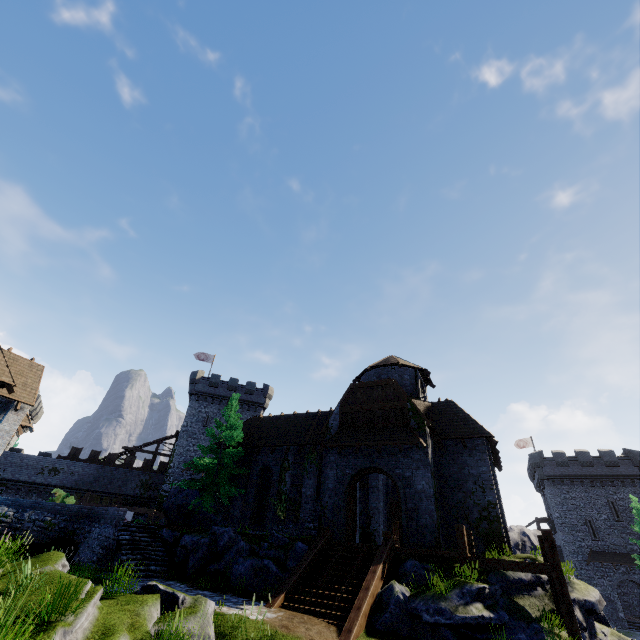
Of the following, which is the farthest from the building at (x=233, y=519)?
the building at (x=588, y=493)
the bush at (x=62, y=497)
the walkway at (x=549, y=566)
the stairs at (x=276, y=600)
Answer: the building at (x=588, y=493)

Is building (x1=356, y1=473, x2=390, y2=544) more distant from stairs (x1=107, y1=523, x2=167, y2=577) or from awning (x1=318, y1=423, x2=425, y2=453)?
stairs (x1=107, y1=523, x2=167, y2=577)

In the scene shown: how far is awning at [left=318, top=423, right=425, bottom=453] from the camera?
17.6 meters

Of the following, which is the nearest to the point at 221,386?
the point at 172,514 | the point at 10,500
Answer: the point at 172,514

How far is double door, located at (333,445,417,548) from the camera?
16.1 meters

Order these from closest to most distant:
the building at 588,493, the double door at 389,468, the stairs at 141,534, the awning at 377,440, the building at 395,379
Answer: the stairs at 141,534
the double door at 389,468
the building at 395,379
the awning at 377,440
the building at 588,493

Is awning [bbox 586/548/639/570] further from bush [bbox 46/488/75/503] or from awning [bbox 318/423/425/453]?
bush [bbox 46/488/75/503]

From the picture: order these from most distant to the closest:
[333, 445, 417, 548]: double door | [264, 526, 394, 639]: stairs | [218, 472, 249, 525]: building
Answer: [218, 472, 249, 525]: building → [333, 445, 417, 548]: double door → [264, 526, 394, 639]: stairs
